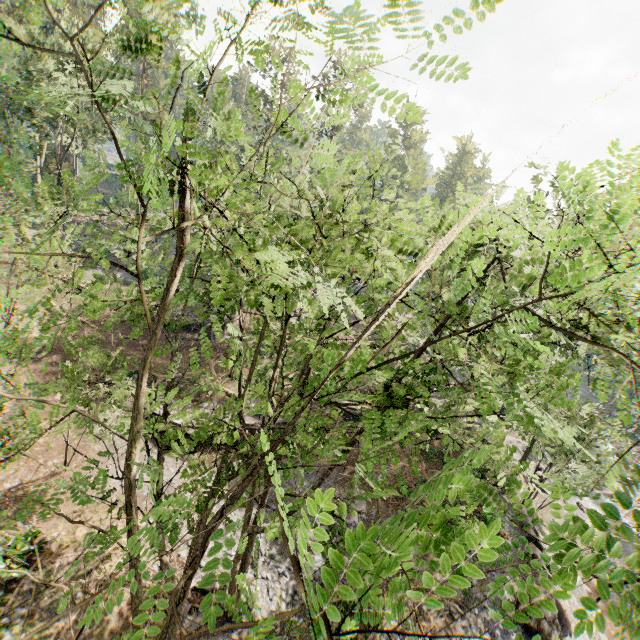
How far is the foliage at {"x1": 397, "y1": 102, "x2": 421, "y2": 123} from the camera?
2.7 meters

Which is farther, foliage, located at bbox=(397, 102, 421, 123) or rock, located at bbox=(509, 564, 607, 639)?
rock, located at bbox=(509, 564, 607, 639)

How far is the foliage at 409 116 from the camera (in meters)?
2.75

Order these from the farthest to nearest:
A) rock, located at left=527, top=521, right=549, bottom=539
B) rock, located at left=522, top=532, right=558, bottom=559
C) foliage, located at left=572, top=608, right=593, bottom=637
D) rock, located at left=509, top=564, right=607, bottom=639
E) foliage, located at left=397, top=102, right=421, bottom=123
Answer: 1. rock, located at left=527, top=521, right=549, bottom=539
2. rock, located at left=522, top=532, right=558, bottom=559
3. rock, located at left=509, top=564, right=607, bottom=639
4. foliage, located at left=397, top=102, right=421, bottom=123
5. foliage, located at left=572, top=608, right=593, bottom=637

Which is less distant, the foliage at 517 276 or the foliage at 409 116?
the foliage at 517 276

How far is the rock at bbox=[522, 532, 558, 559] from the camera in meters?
19.7 m

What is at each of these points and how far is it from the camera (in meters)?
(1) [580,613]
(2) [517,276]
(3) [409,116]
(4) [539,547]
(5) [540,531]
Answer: (1) foliage, 1.99
(2) foliage, 4.45
(3) foliage, 2.78
(4) rock, 20.80
(5) rock, 23.81
